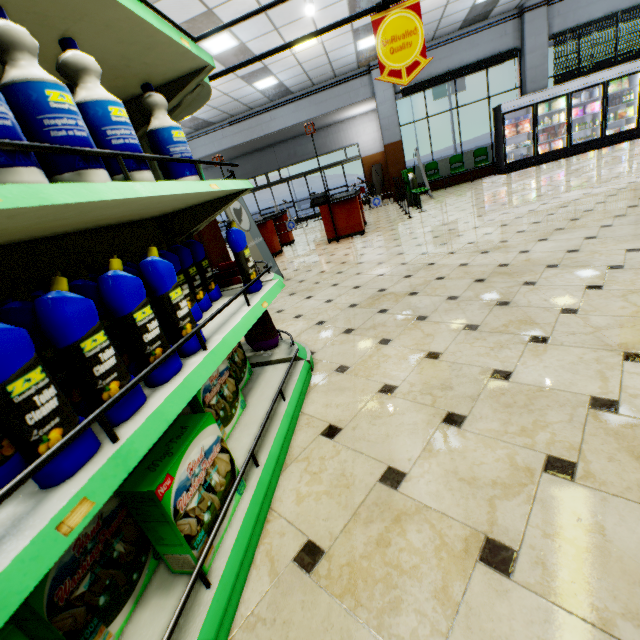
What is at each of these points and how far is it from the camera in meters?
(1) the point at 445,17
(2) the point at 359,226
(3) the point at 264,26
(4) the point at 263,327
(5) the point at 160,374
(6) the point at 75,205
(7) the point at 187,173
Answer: (1) building, 9.8
(2) checkout counter, 7.5
(3) building, 7.5
(4) fabric softener, 2.5
(5) toilet cleaner, 1.0
(6) shelf, 0.8
(7) bleach, 1.5

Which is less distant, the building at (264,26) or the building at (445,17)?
the building at (264,26)

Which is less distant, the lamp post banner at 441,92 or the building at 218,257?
the building at 218,257

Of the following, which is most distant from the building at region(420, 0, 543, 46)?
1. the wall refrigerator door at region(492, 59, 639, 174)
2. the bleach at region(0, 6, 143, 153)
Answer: the bleach at region(0, 6, 143, 153)

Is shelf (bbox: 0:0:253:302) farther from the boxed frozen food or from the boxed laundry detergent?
the boxed frozen food

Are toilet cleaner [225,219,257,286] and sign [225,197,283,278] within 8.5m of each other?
yes

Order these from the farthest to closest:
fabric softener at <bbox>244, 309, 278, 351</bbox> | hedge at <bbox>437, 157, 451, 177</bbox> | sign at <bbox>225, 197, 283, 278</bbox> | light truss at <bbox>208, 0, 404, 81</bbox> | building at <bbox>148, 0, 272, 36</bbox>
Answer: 1. hedge at <bbox>437, 157, 451, 177</bbox>
2. building at <bbox>148, 0, 272, 36</bbox>
3. sign at <bbox>225, 197, 283, 278</bbox>
4. light truss at <bbox>208, 0, 404, 81</bbox>
5. fabric softener at <bbox>244, 309, 278, 351</bbox>

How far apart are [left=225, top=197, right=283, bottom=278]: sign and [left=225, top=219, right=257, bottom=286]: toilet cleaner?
2.95m
